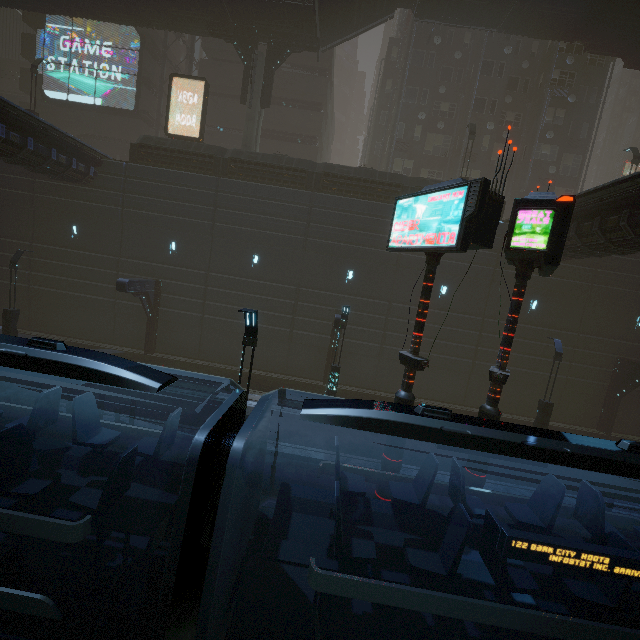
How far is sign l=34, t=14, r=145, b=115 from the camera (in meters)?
29.16

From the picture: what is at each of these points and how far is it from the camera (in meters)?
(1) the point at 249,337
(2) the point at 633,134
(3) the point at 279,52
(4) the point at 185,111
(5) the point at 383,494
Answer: (1) street light, 8.68
(2) building, 58.62
(3) building structure, 22.38
(4) building, 30.42
(5) sign, 9.18

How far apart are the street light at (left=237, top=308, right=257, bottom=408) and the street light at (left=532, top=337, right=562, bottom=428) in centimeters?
1465cm

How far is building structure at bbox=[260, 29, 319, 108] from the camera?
22.2m

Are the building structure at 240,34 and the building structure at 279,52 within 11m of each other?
yes

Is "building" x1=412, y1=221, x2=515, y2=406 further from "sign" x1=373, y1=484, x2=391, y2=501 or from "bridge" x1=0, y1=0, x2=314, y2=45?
"bridge" x1=0, y1=0, x2=314, y2=45

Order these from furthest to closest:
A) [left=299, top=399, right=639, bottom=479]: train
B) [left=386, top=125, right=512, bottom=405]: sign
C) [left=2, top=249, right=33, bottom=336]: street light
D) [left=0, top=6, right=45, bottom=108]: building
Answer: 1. [left=0, top=6, right=45, bottom=108]: building
2. [left=2, top=249, right=33, bottom=336]: street light
3. [left=386, top=125, right=512, bottom=405]: sign
4. [left=299, top=399, right=639, bottom=479]: train

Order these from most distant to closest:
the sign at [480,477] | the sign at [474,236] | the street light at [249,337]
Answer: the sign at [480,477] → the street light at [249,337] → the sign at [474,236]
